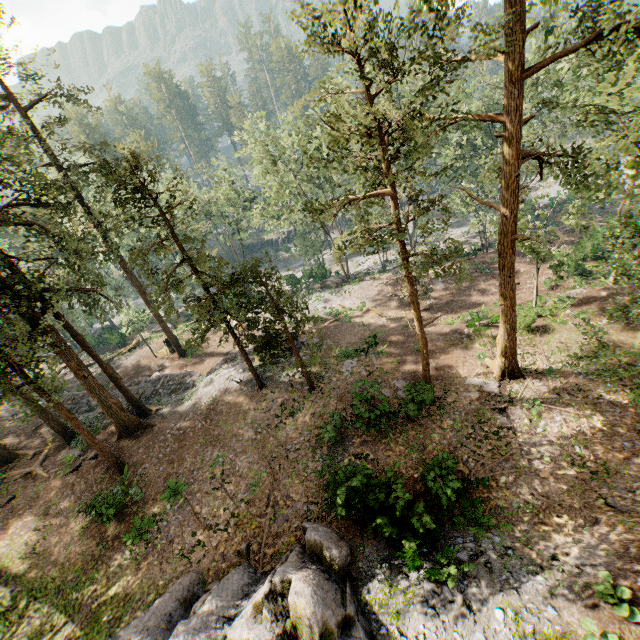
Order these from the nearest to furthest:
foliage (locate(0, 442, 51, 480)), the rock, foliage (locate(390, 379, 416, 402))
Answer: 1. the rock
2. foliage (locate(390, 379, 416, 402))
3. foliage (locate(0, 442, 51, 480))

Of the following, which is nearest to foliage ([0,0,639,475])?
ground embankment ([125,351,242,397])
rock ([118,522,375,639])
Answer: ground embankment ([125,351,242,397])

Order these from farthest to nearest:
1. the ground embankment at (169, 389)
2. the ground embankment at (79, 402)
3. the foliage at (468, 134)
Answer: the ground embankment at (79, 402) → the ground embankment at (169, 389) → the foliage at (468, 134)

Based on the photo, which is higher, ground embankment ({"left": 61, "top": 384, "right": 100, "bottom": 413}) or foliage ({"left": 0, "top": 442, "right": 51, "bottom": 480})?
foliage ({"left": 0, "top": 442, "right": 51, "bottom": 480})

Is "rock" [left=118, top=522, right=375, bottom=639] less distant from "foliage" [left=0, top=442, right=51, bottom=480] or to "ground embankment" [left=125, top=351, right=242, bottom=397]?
"foliage" [left=0, top=442, right=51, bottom=480]

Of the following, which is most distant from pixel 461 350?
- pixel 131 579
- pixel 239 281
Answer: pixel 131 579

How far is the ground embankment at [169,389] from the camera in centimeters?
2714cm
